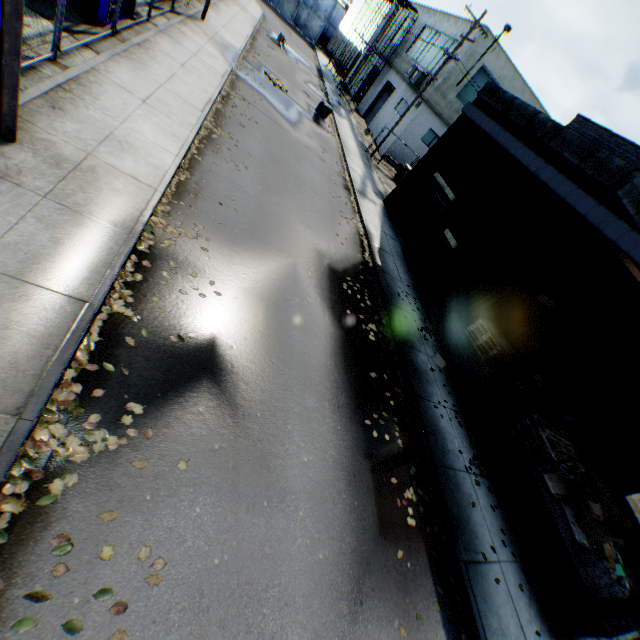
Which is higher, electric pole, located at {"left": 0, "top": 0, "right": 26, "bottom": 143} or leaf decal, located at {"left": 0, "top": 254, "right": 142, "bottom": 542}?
electric pole, located at {"left": 0, "top": 0, "right": 26, "bottom": 143}

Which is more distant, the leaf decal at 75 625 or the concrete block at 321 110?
the concrete block at 321 110

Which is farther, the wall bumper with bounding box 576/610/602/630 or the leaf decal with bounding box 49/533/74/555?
the wall bumper with bounding box 576/610/602/630

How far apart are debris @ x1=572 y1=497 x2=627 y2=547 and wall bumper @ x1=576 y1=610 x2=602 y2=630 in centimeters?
131cm

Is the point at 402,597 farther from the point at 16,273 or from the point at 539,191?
the point at 539,191

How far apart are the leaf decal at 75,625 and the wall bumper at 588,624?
8.96m

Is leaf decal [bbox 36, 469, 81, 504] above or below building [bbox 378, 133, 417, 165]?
below

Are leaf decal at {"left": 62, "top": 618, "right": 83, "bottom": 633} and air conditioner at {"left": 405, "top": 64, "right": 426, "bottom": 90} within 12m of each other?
no
